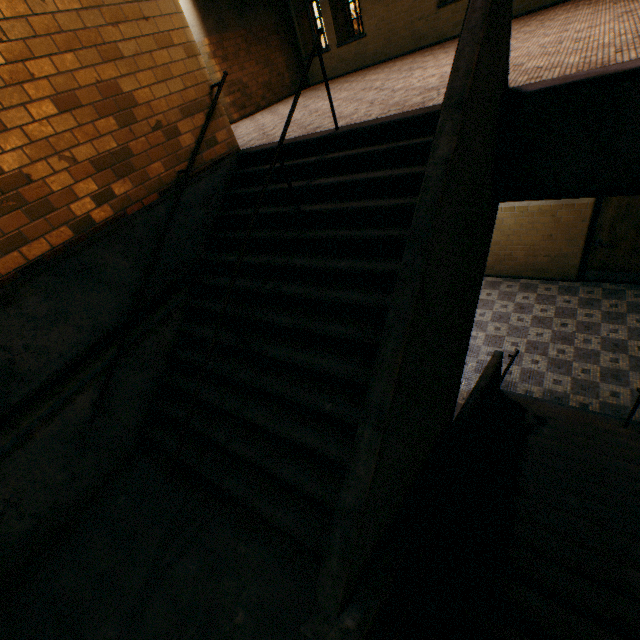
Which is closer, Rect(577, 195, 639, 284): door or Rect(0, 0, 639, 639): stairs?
Rect(0, 0, 639, 639): stairs

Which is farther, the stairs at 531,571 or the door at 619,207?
the door at 619,207

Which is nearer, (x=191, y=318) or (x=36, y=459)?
(x=36, y=459)
